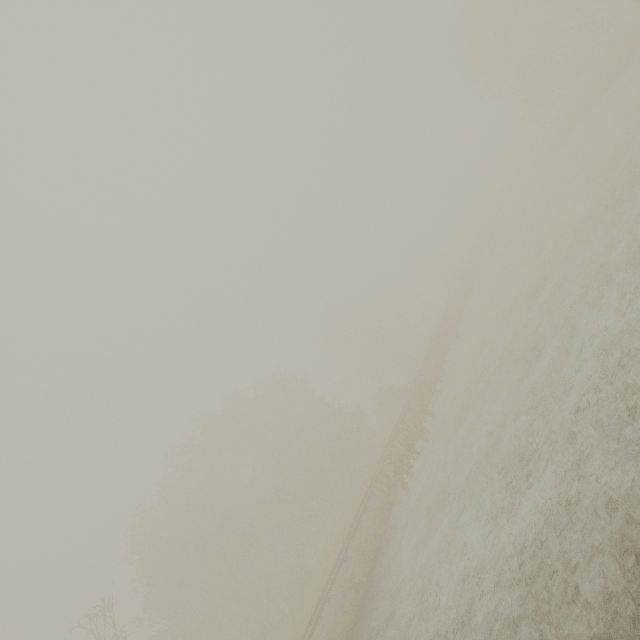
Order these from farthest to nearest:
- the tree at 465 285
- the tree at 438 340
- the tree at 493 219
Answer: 1. the tree at 493 219
2. the tree at 465 285
3. the tree at 438 340

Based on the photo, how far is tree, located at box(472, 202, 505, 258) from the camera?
41.5 meters

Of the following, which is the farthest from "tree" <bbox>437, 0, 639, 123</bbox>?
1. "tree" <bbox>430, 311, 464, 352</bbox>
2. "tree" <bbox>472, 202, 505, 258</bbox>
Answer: "tree" <bbox>430, 311, 464, 352</bbox>

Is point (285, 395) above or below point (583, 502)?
above

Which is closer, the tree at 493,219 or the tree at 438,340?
the tree at 438,340

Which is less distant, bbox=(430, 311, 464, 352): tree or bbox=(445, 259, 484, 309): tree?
bbox=(430, 311, 464, 352): tree

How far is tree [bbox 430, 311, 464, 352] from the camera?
27.2m

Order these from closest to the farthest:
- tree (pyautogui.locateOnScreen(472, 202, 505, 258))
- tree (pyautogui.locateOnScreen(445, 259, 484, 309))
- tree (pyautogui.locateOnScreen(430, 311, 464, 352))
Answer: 1. tree (pyautogui.locateOnScreen(430, 311, 464, 352))
2. tree (pyautogui.locateOnScreen(445, 259, 484, 309))
3. tree (pyautogui.locateOnScreen(472, 202, 505, 258))
